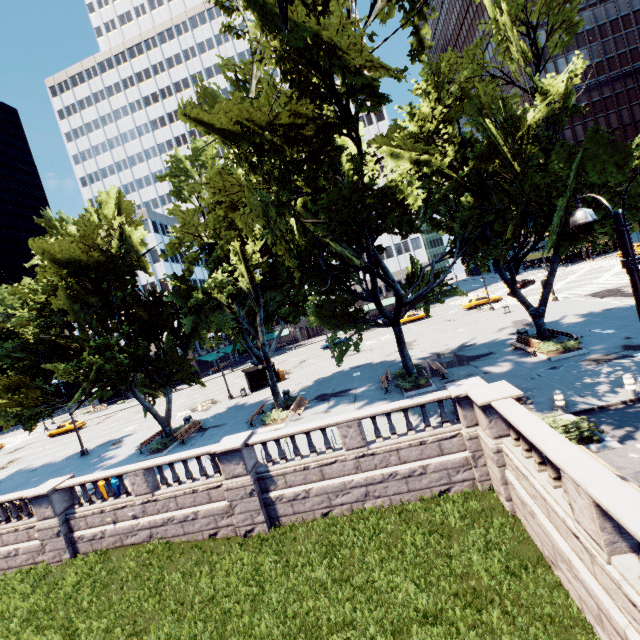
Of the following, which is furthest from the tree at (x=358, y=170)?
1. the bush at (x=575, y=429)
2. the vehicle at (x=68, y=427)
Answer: the vehicle at (x=68, y=427)

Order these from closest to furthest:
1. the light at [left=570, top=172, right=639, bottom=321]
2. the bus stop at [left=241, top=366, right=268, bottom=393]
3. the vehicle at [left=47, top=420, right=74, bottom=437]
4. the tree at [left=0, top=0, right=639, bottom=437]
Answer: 1. the light at [left=570, top=172, right=639, bottom=321]
2. the tree at [left=0, top=0, right=639, bottom=437]
3. the bus stop at [left=241, top=366, right=268, bottom=393]
4. the vehicle at [left=47, top=420, right=74, bottom=437]

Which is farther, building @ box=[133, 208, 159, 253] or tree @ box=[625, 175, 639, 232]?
building @ box=[133, 208, 159, 253]

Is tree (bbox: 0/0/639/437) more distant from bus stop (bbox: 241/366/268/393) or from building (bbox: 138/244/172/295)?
bus stop (bbox: 241/366/268/393)

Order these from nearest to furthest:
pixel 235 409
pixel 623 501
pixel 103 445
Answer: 1. pixel 623 501
2. pixel 235 409
3. pixel 103 445

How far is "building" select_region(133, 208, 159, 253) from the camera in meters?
58.6 m

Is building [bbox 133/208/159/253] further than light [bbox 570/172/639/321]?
Yes

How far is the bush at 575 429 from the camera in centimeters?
1037cm
